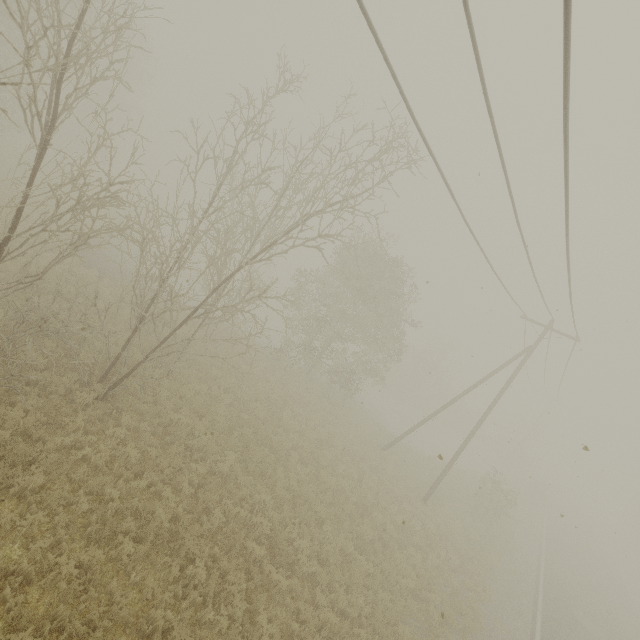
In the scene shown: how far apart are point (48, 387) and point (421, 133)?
11.7m
